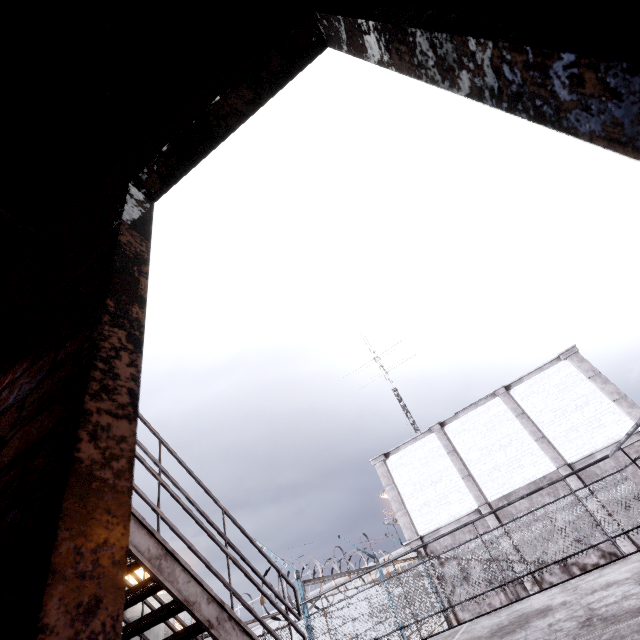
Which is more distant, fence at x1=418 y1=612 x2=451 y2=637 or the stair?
fence at x1=418 y1=612 x2=451 y2=637

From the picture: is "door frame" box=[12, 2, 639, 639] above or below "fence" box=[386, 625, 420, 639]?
above

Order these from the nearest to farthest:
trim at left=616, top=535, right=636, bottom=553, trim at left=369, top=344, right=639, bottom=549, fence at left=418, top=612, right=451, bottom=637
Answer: trim at left=616, top=535, right=636, bottom=553 → fence at left=418, top=612, right=451, bottom=637 → trim at left=369, top=344, right=639, bottom=549

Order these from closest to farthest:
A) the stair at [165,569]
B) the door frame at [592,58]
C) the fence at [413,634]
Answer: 1. the door frame at [592,58]
2. the stair at [165,569]
3. the fence at [413,634]

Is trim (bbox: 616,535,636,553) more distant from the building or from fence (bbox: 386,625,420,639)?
the building

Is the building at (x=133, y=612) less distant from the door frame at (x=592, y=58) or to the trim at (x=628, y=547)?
the trim at (x=628, y=547)

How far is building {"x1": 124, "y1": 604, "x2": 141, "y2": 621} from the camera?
29.09m

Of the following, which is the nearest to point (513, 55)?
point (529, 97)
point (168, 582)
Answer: point (529, 97)
